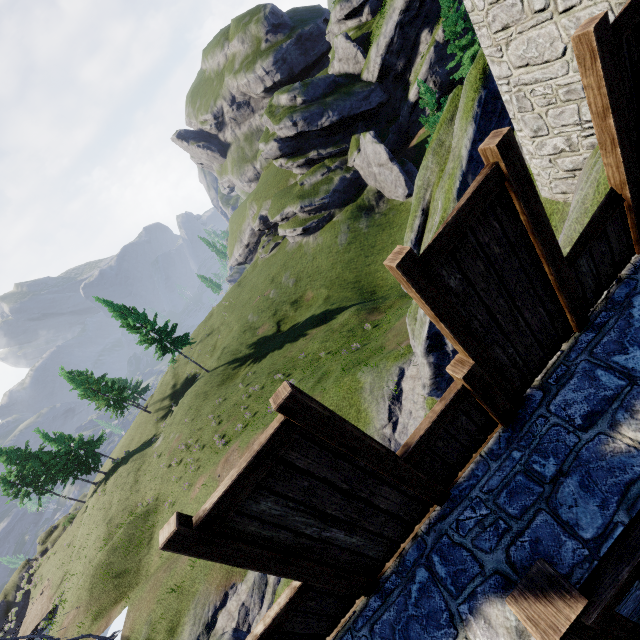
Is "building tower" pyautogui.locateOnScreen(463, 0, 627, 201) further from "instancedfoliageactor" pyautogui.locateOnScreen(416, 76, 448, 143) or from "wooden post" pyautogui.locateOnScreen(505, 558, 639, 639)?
"instancedfoliageactor" pyautogui.locateOnScreen(416, 76, 448, 143)

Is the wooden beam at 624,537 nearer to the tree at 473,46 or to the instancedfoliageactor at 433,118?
the instancedfoliageactor at 433,118

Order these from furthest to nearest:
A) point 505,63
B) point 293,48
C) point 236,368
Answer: point 293,48 < point 236,368 < point 505,63

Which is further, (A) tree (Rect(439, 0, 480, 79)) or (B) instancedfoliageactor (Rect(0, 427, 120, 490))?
(B) instancedfoliageactor (Rect(0, 427, 120, 490))

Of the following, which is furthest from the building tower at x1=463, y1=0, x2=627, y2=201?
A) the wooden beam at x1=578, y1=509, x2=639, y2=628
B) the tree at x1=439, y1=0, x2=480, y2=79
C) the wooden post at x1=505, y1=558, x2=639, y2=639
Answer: the tree at x1=439, y1=0, x2=480, y2=79

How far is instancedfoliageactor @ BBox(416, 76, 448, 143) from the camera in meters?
24.0

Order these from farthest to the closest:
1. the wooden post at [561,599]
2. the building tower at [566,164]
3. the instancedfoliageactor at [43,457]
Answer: the instancedfoliageactor at [43,457] < the building tower at [566,164] < the wooden post at [561,599]

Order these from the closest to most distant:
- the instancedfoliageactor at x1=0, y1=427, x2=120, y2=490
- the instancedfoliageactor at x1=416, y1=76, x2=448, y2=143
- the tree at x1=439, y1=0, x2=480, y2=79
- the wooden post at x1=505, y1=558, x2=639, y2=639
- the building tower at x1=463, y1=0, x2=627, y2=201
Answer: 1. the wooden post at x1=505, y1=558, x2=639, y2=639
2. the building tower at x1=463, y1=0, x2=627, y2=201
3. the instancedfoliageactor at x1=416, y1=76, x2=448, y2=143
4. the tree at x1=439, y1=0, x2=480, y2=79
5. the instancedfoliageactor at x1=0, y1=427, x2=120, y2=490
